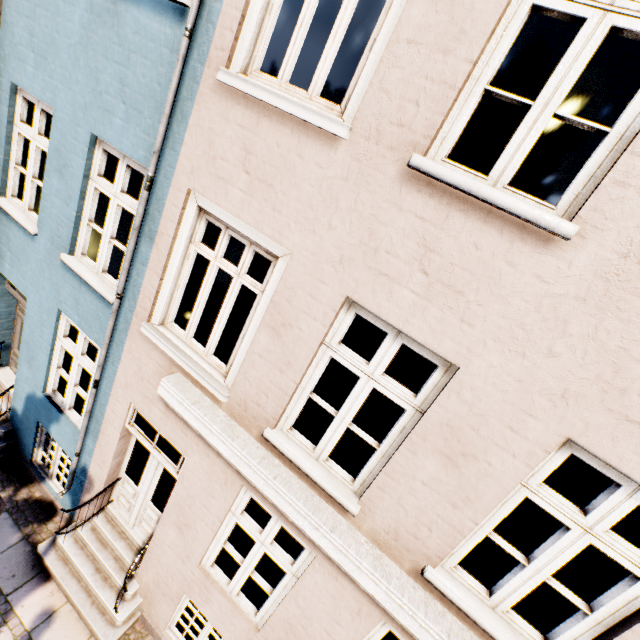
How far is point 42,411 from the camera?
5.7m
